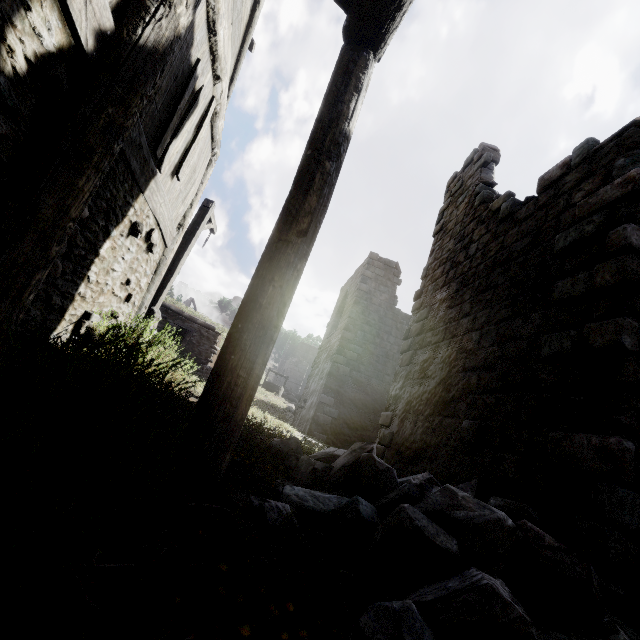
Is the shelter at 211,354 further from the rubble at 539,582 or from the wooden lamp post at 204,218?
the rubble at 539,582

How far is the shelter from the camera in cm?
566

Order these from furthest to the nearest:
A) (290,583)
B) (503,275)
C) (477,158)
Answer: (477,158), (503,275), (290,583)

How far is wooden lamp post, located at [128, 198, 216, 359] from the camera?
5.17m

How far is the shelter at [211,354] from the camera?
5.7 meters

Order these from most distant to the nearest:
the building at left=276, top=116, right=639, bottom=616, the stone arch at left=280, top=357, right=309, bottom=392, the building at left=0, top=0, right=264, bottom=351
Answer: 1. the stone arch at left=280, top=357, right=309, bottom=392
2. the building at left=276, top=116, right=639, bottom=616
3. the building at left=0, top=0, right=264, bottom=351

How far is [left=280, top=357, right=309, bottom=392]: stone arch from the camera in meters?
47.6 m

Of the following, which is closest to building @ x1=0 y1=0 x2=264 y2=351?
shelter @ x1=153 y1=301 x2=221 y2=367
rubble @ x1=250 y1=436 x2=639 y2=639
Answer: rubble @ x1=250 y1=436 x2=639 y2=639
